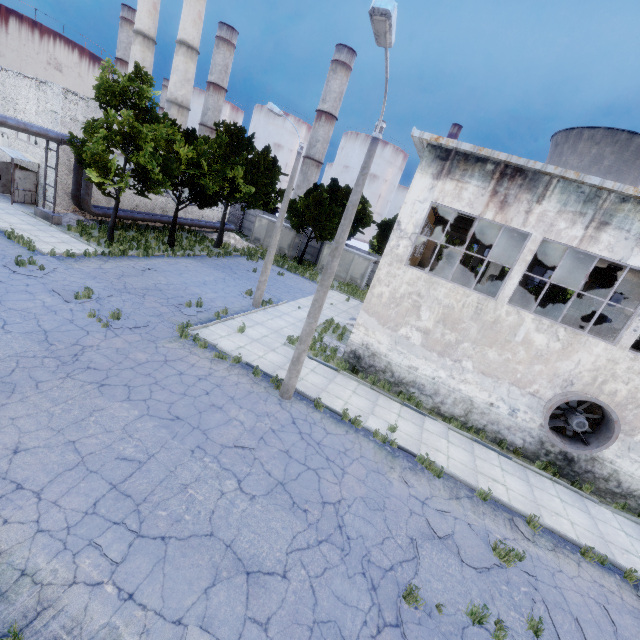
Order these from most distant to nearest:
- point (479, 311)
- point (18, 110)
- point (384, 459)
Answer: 1. point (18, 110)
2. point (479, 311)
3. point (384, 459)

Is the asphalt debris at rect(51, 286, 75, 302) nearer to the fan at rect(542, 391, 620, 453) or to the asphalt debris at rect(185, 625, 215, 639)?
the asphalt debris at rect(185, 625, 215, 639)

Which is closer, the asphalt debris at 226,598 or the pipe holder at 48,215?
the asphalt debris at 226,598

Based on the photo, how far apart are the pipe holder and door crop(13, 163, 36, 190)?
2.71m

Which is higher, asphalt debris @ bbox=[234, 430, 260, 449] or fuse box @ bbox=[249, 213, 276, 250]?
fuse box @ bbox=[249, 213, 276, 250]

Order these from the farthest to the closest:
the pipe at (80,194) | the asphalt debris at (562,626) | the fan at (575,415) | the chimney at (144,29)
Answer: the chimney at (144,29) → the pipe at (80,194) → the fan at (575,415) → the asphalt debris at (562,626)

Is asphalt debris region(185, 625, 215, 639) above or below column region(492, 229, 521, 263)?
below

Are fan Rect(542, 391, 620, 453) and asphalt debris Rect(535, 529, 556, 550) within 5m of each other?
yes
